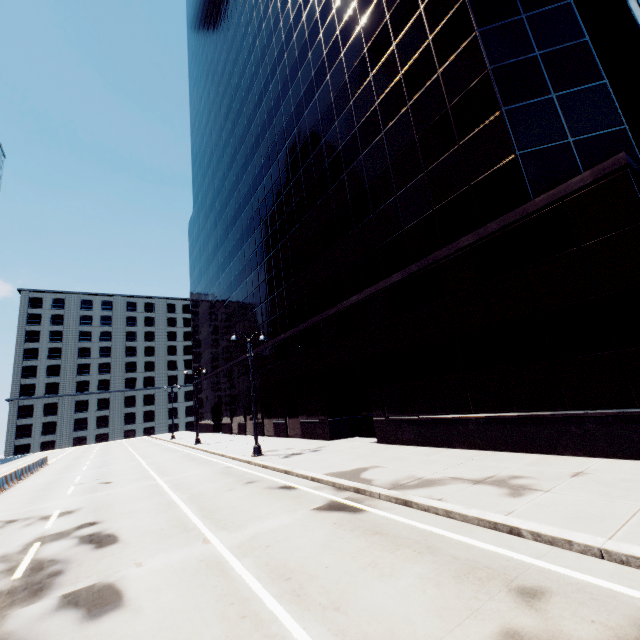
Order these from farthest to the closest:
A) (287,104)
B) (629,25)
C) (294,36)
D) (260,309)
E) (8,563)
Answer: (260,309) → (629,25) → (287,104) → (294,36) → (8,563)
